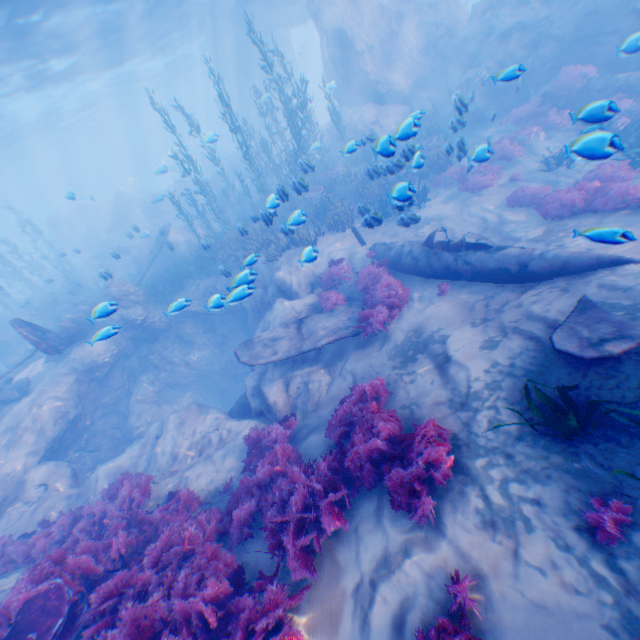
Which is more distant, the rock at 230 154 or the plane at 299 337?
the rock at 230 154

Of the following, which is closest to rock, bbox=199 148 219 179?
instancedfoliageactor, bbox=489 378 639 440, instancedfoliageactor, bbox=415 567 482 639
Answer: instancedfoliageactor, bbox=489 378 639 440

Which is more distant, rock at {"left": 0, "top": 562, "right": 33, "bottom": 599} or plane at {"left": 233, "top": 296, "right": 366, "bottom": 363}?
plane at {"left": 233, "top": 296, "right": 366, "bottom": 363}

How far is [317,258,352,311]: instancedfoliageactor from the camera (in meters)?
10.53

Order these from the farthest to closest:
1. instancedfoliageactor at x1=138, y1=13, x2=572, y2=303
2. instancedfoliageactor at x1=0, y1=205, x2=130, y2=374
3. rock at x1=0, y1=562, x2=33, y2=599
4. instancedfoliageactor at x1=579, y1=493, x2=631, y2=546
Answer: instancedfoliageactor at x1=0, y1=205, x2=130, y2=374, instancedfoliageactor at x1=138, y1=13, x2=572, y2=303, rock at x1=0, y1=562, x2=33, y2=599, instancedfoliageactor at x1=579, y1=493, x2=631, y2=546

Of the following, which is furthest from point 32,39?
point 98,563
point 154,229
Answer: point 98,563

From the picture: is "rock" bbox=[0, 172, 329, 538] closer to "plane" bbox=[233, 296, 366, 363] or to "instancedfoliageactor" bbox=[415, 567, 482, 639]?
"plane" bbox=[233, 296, 366, 363]

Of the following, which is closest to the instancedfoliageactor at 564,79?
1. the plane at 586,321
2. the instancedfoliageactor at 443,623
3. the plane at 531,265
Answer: the plane at 531,265
